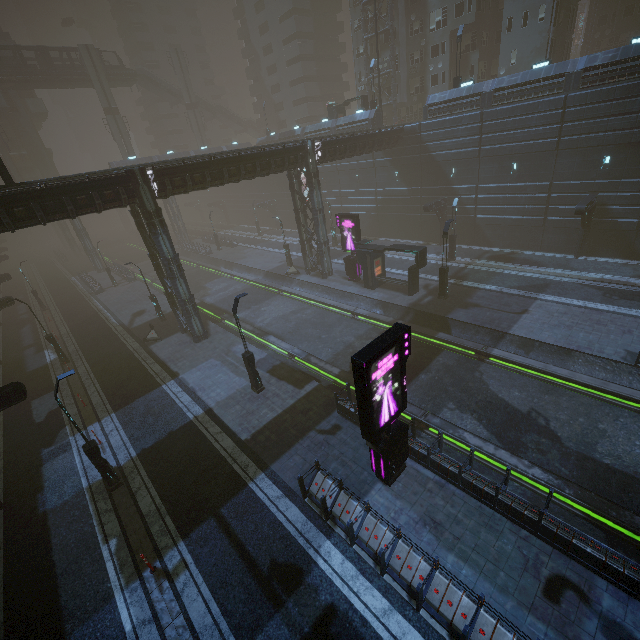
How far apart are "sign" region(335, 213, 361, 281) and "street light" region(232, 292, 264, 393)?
14.2 meters

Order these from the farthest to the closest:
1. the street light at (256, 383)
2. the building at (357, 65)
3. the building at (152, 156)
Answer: the building at (152, 156) < the building at (357, 65) < the street light at (256, 383)

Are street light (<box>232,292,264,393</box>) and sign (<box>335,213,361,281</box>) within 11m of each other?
no

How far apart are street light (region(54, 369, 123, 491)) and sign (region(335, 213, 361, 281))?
21.5 meters

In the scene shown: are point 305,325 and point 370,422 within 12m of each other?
no

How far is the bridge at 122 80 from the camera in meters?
52.2 m

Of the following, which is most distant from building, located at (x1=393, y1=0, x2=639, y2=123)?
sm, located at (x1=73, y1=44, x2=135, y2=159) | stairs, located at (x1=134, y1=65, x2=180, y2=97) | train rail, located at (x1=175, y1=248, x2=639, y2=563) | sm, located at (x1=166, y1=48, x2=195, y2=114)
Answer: sm, located at (x1=73, y1=44, x2=135, y2=159)

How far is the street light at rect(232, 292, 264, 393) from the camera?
15.8 meters
